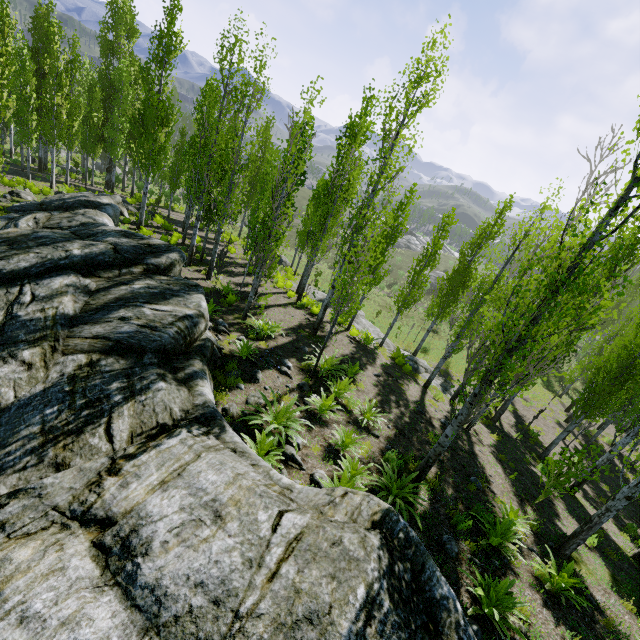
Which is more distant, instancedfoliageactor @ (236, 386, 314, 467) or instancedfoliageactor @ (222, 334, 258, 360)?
instancedfoliageactor @ (222, 334, 258, 360)

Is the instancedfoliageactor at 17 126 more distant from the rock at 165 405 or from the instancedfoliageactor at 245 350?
the instancedfoliageactor at 245 350

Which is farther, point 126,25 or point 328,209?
point 126,25

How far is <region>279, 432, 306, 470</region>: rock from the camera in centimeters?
666cm

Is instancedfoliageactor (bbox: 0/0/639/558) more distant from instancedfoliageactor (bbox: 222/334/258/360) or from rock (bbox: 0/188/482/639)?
instancedfoliageactor (bbox: 222/334/258/360)

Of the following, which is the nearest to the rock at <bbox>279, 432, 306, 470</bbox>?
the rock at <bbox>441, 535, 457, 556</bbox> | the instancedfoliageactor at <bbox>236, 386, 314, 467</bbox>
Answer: the instancedfoliageactor at <bbox>236, 386, 314, 467</bbox>

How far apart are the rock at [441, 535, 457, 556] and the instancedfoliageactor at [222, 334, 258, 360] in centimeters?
674cm

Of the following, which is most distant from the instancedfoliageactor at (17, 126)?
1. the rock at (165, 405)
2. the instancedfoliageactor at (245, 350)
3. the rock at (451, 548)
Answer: the instancedfoliageactor at (245, 350)
